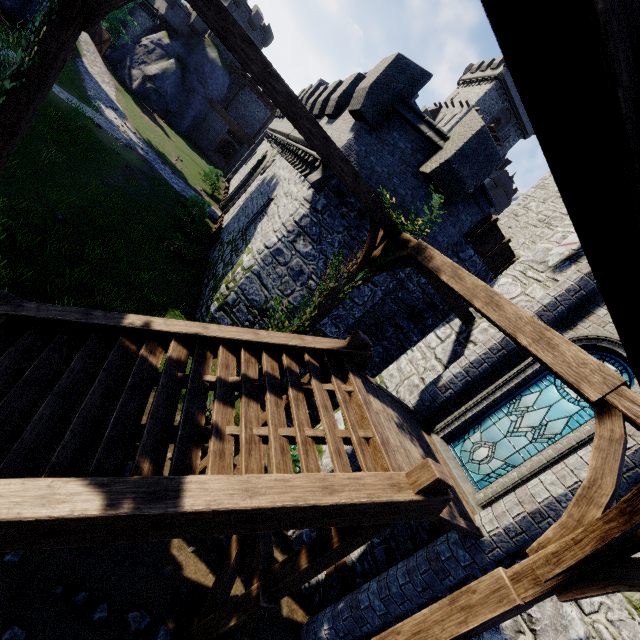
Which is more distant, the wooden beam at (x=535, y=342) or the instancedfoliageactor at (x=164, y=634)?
the instancedfoliageactor at (x=164, y=634)

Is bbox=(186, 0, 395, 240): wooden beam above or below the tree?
above

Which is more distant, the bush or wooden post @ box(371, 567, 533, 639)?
the bush

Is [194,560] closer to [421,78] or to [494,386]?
[494,386]

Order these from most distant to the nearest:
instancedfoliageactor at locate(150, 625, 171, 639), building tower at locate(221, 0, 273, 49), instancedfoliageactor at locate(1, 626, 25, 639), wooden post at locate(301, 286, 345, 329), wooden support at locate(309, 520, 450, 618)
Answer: building tower at locate(221, 0, 273, 49), wooden post at locate(301, 286, 345, 329), wooden support at locate(309, 520, 450, 618), instancedfoliageactor at locate(150, 625, 171, 639), instancedfoliageactor at locate(1, 626, 25, 639)

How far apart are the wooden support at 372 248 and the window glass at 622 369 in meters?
3.3 m

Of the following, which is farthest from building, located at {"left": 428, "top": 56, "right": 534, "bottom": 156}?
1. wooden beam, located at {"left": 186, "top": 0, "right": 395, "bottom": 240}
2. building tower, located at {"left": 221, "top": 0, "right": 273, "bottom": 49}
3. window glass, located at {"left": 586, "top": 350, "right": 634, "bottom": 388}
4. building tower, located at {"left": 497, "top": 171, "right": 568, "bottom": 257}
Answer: window glass, located at {"left": 586, "top": 350, "right": 634, "bottom": 388}

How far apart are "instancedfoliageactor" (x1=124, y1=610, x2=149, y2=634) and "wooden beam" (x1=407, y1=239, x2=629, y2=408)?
6.77m
